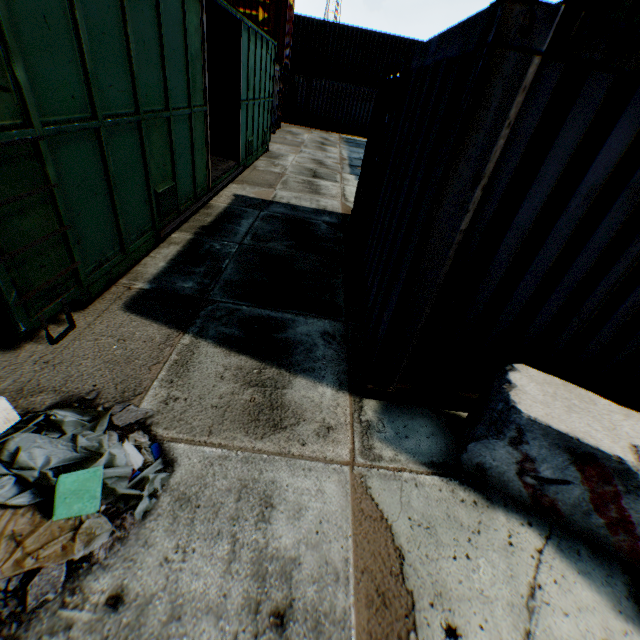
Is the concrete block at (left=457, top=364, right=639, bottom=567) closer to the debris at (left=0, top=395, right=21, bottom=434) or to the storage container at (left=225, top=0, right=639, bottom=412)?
the storage container at (left=225, top=0, right=639, bottom=412)

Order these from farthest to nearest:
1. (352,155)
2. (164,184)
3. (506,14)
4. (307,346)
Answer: (352,155) → (164,184) → (307,346) → (506,14)

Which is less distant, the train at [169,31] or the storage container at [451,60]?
the storage container at [451,60]

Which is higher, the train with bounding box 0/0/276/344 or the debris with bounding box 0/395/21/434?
the train with bounding box 0/0/276/344

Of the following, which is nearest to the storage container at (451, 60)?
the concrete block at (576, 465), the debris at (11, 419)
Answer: the concrete block at (576, 465)

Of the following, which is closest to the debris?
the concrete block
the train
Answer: the train

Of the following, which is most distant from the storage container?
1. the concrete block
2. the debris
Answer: the debris

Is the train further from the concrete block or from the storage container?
the concrete block
